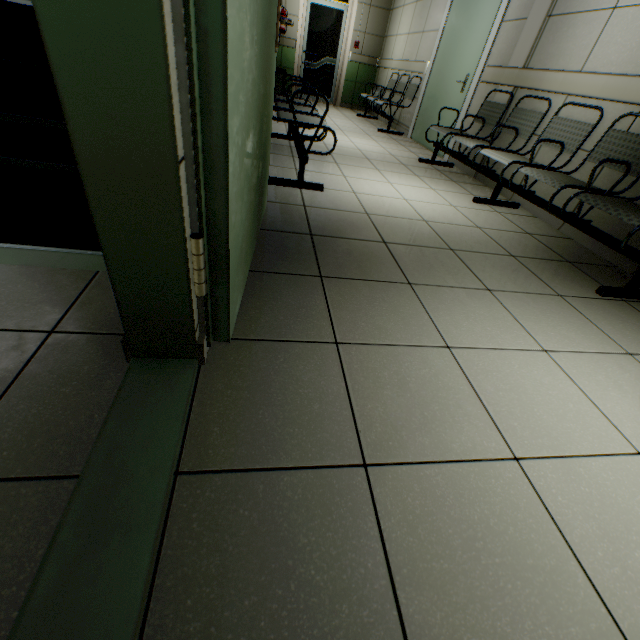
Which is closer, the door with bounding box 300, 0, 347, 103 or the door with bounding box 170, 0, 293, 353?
the door with bounding box 170, 0, 293, 353

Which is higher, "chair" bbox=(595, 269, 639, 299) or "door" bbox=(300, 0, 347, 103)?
"door" bbox=(300, 0, 347, 103)

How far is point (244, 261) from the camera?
1.3 meters

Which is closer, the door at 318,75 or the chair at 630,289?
the chair at 630,289

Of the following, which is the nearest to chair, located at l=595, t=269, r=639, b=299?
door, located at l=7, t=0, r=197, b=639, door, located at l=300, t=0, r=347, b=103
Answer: door, located at l=7, t=0, r=197, b=639

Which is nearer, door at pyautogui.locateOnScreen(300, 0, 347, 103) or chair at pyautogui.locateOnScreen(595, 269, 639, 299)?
chair at pyautogui.locateOnScreen(595, 269, 639, 299)

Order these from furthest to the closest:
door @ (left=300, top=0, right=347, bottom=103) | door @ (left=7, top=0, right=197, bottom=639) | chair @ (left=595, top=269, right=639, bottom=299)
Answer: door @ (left=300, top=0, right=347, bottom=103) < chair @ (left=595, top=269, right=639, bottom=299) < door @ (left=7, top=0, right=197, bottom=639)

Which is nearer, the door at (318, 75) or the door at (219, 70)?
the door at (219, 70)
